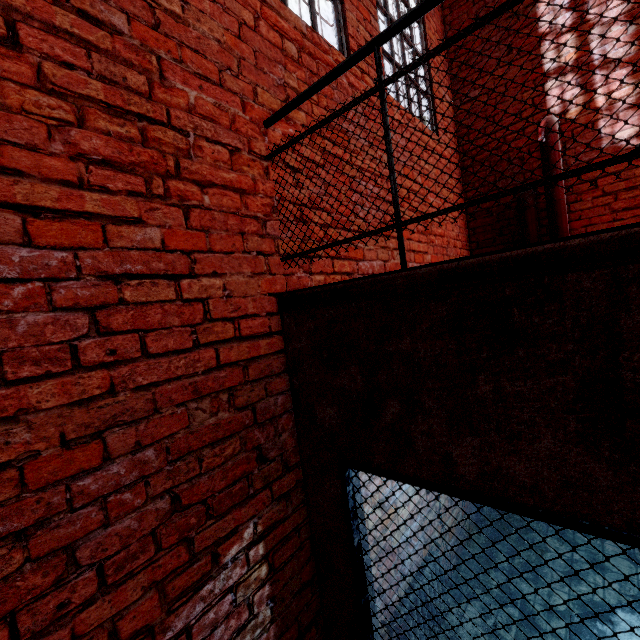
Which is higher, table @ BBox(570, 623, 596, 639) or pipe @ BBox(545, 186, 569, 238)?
pipe @ BBox(545, 186, 569, 238)

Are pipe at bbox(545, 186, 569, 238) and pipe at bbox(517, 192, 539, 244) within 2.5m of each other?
yes

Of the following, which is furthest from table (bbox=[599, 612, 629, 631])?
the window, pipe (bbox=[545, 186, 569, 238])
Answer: pipe (bbox=[545, 186, 569, 238])

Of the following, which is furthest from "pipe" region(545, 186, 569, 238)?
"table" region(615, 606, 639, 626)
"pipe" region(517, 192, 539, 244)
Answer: "table" region(615, 606, 639, 626)

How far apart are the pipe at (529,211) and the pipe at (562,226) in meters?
0.1

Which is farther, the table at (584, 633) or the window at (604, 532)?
the table at (584, 633)

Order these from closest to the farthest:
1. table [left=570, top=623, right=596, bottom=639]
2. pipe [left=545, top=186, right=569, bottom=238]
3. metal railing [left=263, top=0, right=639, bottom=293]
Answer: metal railing [left=263, top=0, right=639, bottom=293]
table [left=570, top=623, right=596, bottom=639]
pipe [left=545, top=186, right=569, bottom=238]

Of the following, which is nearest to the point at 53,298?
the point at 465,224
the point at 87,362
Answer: the point at 87,362
